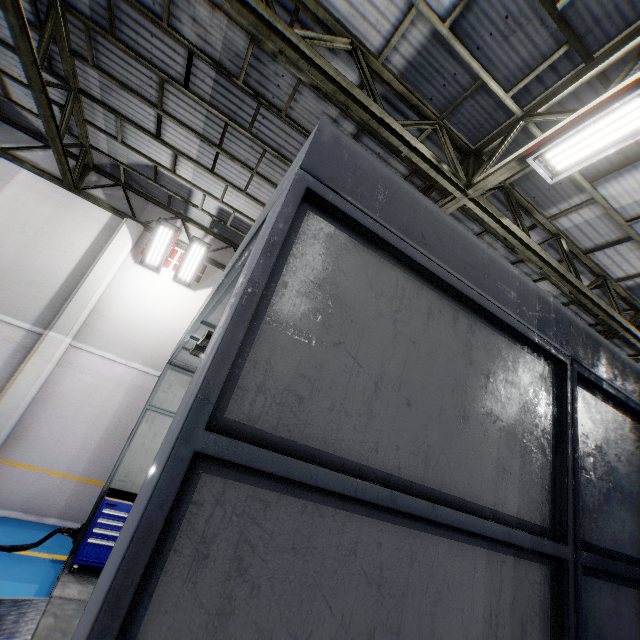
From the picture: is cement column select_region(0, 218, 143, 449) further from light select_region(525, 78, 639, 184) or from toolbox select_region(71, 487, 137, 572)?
light select_region(525, 78, 639, 184)

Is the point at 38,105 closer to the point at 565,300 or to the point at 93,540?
the point at 93,540

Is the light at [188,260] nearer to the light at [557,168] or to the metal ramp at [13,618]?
the metal ramp at [13,618]

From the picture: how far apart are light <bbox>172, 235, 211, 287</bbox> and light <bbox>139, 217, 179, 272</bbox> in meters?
0.1 m

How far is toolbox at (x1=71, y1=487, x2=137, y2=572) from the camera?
5.8m

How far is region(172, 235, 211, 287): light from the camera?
9.7 meters

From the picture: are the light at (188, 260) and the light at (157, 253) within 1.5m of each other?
yes

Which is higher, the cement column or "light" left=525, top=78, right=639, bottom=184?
"light" left=525, top=78, right=639, bottom=184
